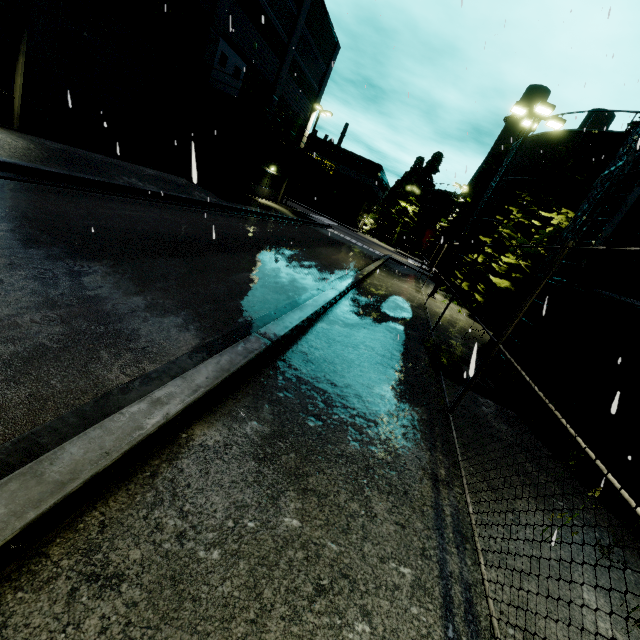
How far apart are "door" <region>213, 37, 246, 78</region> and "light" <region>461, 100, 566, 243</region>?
15.7 meters

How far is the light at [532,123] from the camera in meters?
14.5

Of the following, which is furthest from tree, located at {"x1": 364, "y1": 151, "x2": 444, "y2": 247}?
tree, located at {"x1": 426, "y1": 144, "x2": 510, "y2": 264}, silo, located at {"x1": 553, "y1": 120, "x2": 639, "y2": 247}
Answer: Answer: tree, located at {"x1": 426, "y1": 144, "x2": 510, "y2": 264}

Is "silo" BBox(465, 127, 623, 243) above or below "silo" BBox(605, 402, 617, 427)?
above

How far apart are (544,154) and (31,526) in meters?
28.1

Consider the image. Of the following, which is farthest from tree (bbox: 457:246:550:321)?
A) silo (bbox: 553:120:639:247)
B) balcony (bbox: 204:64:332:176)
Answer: balcony (bbox: 204:64:332:176)

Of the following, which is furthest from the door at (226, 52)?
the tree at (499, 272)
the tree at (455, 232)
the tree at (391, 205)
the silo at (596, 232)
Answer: the tree at (391, 205)

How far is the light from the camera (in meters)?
14.50
